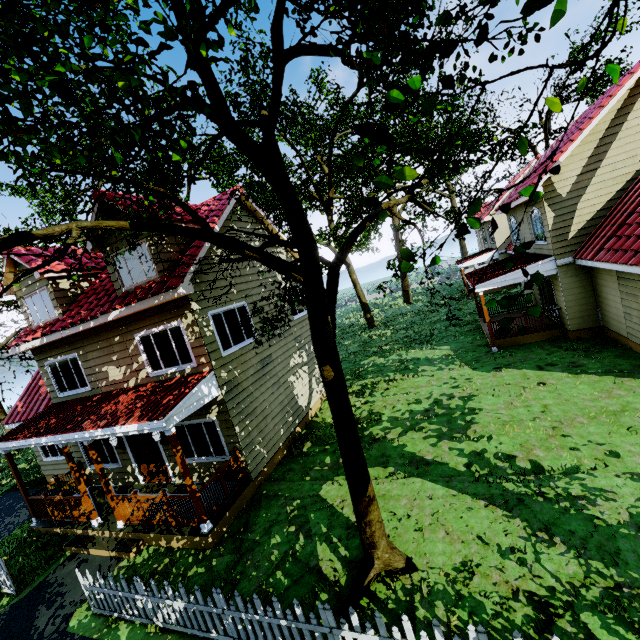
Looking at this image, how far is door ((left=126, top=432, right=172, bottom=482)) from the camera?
10.8 meters

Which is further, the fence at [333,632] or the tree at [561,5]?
the fence at [333,632]

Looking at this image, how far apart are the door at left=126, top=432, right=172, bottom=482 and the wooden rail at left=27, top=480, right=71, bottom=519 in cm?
270

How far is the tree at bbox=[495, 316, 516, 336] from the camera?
3.0m

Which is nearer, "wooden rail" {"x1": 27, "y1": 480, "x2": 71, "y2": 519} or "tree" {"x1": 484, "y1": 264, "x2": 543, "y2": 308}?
"tree" {"x1": 484, "y1": 264, "x2": 543, "y2": 308}

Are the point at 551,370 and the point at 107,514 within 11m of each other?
no

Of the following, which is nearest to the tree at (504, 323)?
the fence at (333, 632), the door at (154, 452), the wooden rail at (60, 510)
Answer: the fence at (333, 632)

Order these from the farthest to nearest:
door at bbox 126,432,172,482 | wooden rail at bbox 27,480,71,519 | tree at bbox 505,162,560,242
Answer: door at bbox 126,432,172,482 < wooden rail at bbox 27,480,71,519 < tree at bbox 505,162,560,242
